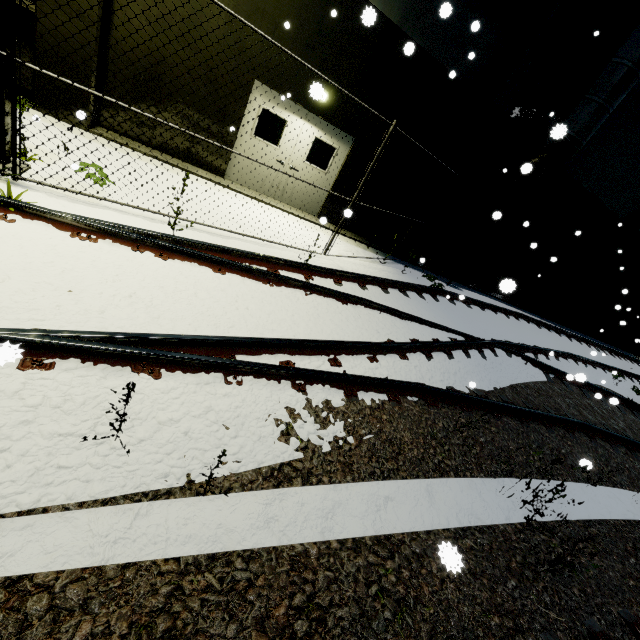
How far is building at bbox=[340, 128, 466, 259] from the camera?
9.8m

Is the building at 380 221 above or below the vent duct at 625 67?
below

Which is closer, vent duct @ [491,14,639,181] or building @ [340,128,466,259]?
vent duct @ [491,14,639,181]

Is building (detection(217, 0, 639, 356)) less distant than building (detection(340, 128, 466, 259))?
Yes

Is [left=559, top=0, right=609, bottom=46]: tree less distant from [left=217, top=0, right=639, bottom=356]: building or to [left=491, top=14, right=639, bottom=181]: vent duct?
[left=217, top=0, right=639, bottom=356]: building

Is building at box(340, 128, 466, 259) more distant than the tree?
Yes

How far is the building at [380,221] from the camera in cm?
984

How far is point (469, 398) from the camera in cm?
497
